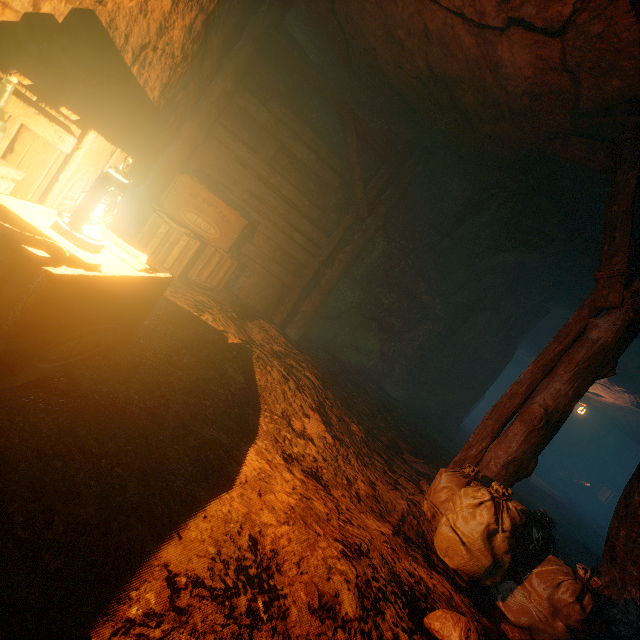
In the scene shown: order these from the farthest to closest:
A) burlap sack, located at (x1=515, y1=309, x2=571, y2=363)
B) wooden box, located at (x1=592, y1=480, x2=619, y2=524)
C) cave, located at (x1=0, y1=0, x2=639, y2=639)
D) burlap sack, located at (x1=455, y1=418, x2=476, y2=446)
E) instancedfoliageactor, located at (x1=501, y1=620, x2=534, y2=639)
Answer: wooden box, located at (x1=592, y1=480, x2=619, y2=524)
burlap sack, located at (x1=515, y1=309, x2=571, y2=363)
burlap sack, located at (x1=455, y1=418, x2=476, y2=446)
instancedfoliageactor, located at (x1=501, y1=620, x2=534, y2=639)
cave, located at (x1=0, y1=0, x2=639, y2=639)

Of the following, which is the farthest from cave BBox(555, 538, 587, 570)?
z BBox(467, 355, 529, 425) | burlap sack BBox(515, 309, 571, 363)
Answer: z BBox(467, 355, 529, 425)

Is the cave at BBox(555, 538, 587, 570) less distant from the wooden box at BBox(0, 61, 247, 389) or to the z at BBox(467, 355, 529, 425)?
the wooden box at BBox(0, 61, 247, 389)

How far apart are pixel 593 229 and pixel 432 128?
3.1 meters

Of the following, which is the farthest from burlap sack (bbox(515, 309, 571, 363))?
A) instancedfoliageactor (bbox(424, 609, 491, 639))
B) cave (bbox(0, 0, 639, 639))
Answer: instancedfoliageactor (bbox(424, 609, 491, 639))

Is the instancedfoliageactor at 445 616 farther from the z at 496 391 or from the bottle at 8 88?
the z at 496 391

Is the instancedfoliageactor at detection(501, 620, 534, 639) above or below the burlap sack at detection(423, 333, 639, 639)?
below

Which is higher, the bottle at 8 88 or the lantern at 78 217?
the bottle at 8 88
